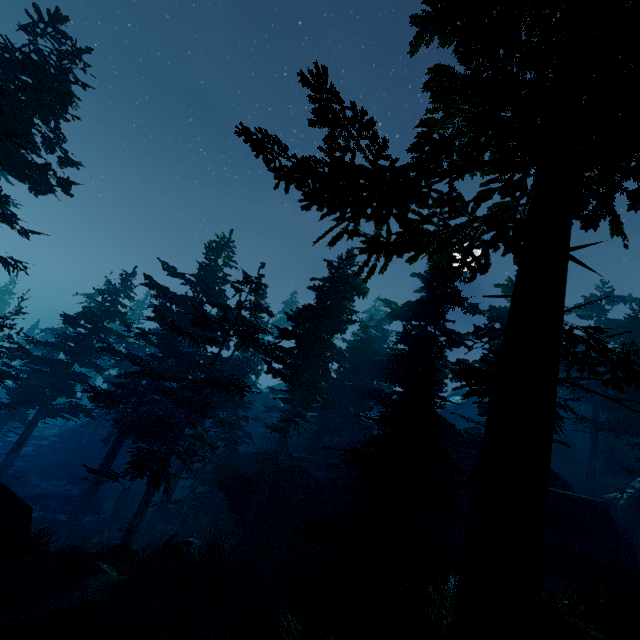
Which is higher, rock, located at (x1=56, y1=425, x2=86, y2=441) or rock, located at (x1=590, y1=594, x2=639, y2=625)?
rock, located at (x1=590, y1=594, x2=639, y2=625)

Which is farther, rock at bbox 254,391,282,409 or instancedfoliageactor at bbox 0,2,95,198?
rock at bbox 254,391,282,409

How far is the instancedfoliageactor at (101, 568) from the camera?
11.8m

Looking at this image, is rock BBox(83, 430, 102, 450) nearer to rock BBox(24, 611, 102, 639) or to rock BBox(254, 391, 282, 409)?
rock BBox(254, 391, 282, 409)

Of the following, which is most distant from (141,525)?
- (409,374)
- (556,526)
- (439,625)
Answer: (556,526)

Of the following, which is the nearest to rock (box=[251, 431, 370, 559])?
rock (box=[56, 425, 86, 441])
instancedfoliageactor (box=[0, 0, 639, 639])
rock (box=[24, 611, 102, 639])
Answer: instancedfoliageactor (box=[0, 0, 639, 639])

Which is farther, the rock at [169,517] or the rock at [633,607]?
the rock at [169,517]

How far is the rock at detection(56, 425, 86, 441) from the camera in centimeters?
4159cm
